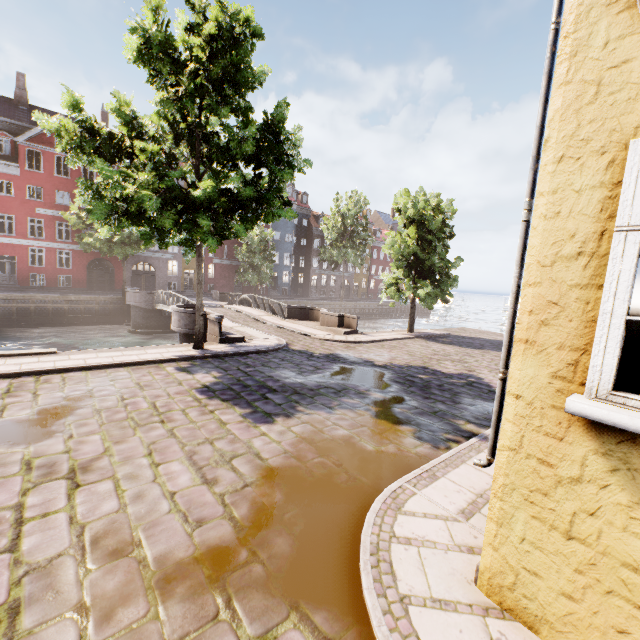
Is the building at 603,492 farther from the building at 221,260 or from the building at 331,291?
the building at 331,291

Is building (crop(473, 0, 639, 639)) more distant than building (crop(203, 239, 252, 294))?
No

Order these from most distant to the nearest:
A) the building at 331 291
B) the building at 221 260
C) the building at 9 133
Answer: the building at 331 291 < the building at 221 260 < the building at 9 133

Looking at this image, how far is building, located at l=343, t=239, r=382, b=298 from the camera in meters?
56.4

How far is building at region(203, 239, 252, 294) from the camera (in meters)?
40.44

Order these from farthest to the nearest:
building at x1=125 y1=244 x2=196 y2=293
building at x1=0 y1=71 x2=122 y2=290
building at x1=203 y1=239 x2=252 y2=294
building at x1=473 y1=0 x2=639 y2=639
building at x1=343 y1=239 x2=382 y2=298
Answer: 1. building at x1=343 y1=239 x2=382 y2=298
2. building at x1=203 y1=239 x2=252 y2=294
3. building at x1=125 y1=244 x2=196 y2=293
4. building at x1=0 y1=71 x2=122 y2=290
5. building at x1=473 y1=0 x2=639 y2=639

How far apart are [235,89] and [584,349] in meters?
12.4 m

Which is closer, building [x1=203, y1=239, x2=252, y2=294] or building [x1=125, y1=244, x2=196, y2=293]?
building [x1=125, y1=244, x2=196, y2=293]
